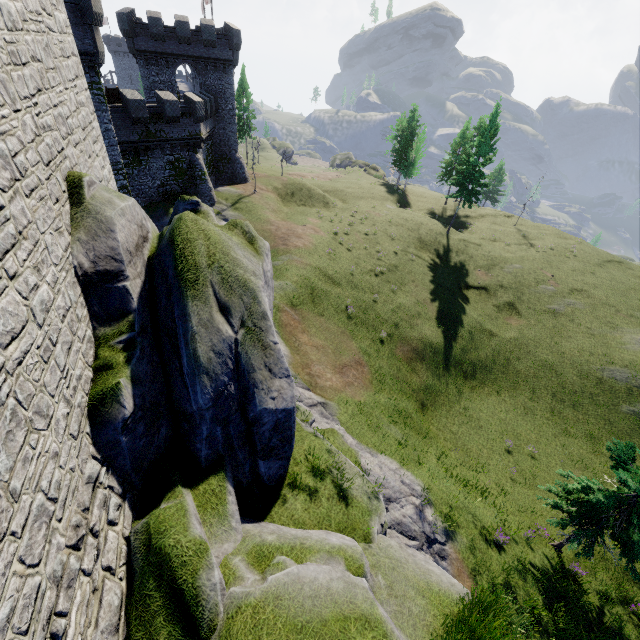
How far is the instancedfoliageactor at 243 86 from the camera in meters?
51.6

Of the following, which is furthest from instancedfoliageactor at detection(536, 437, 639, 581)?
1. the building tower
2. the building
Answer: the building

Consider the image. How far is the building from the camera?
32.2m

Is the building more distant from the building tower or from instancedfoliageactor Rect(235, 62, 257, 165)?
the building tower

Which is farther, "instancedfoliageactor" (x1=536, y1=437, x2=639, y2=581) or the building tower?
"instancedfoliageactor" (x1=536, y1=437, x2=639, y2=581)

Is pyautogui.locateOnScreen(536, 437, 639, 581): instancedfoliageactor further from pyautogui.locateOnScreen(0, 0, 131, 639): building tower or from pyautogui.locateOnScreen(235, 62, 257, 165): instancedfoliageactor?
pyautogui.locateOnScreen(235, 62, 257, 165): instancedfoliageactor

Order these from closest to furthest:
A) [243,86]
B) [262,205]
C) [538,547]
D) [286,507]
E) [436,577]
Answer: [436,577], [286,507], [538,547], [262,205], [243,86]

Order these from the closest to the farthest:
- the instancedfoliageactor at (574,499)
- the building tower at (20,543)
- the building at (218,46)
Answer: the building tower at (20,543), the instancedfoliageactor at (574,499), the building at (218,46)
